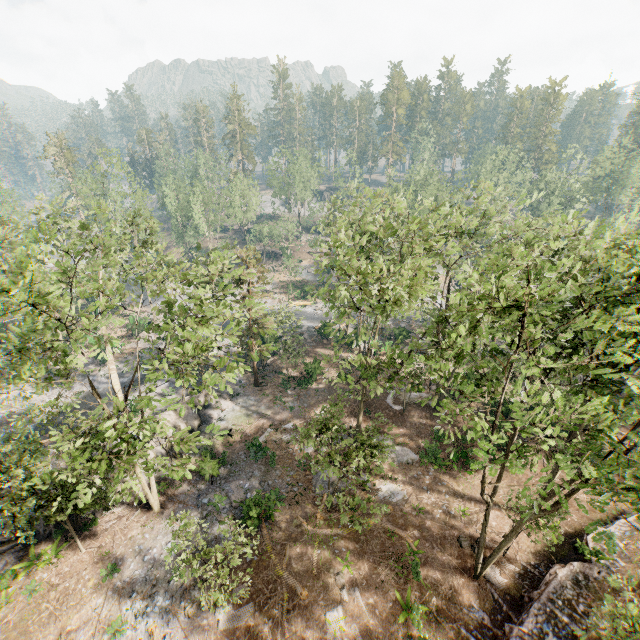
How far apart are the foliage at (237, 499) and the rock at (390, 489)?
9.3 meters

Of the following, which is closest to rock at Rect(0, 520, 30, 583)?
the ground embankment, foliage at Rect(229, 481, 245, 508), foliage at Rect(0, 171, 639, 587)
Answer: foliage at Rect(0, 171, 639, 587)

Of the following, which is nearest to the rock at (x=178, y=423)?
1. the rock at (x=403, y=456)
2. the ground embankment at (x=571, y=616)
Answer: the rock at (x=403, y=456)

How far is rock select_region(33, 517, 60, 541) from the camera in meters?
20.5 m

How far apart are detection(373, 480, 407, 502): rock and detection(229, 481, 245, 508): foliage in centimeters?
930cm

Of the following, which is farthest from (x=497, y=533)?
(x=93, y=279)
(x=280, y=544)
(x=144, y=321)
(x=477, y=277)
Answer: (x=144, y=321)

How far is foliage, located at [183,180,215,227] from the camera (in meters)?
56.91

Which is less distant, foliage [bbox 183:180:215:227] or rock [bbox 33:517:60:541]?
rock [bbox 33:517:60:541]
